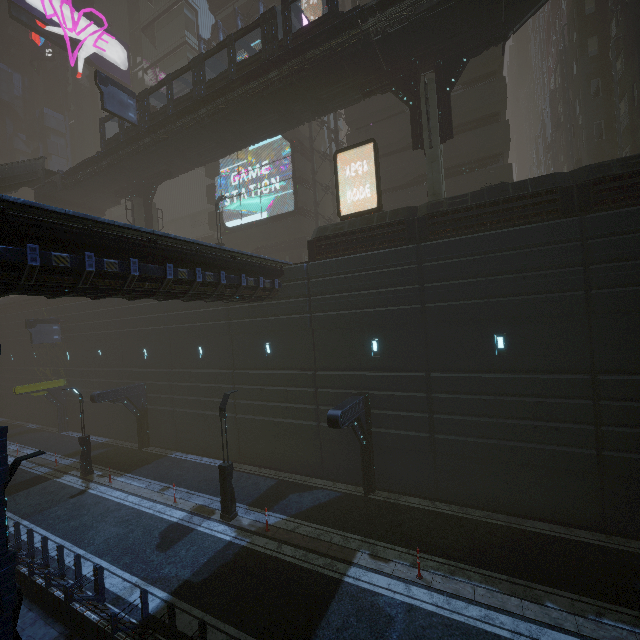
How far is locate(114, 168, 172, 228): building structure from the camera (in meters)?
28.61

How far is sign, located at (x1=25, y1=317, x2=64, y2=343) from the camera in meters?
27.7

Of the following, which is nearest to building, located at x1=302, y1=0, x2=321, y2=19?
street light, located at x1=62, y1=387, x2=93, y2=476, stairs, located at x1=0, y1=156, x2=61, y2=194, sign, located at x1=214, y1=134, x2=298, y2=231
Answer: sign, located at x1=214, y1=134, x2=298, y2=231

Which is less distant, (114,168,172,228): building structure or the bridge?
the bridge

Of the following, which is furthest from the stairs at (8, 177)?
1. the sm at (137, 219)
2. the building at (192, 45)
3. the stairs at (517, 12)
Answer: the stairs at (517, 12)

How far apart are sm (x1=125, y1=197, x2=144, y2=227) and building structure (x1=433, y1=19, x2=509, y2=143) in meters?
25.7 m

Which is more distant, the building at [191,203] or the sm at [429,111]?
the building at [191,203]

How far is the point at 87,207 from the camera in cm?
3531
